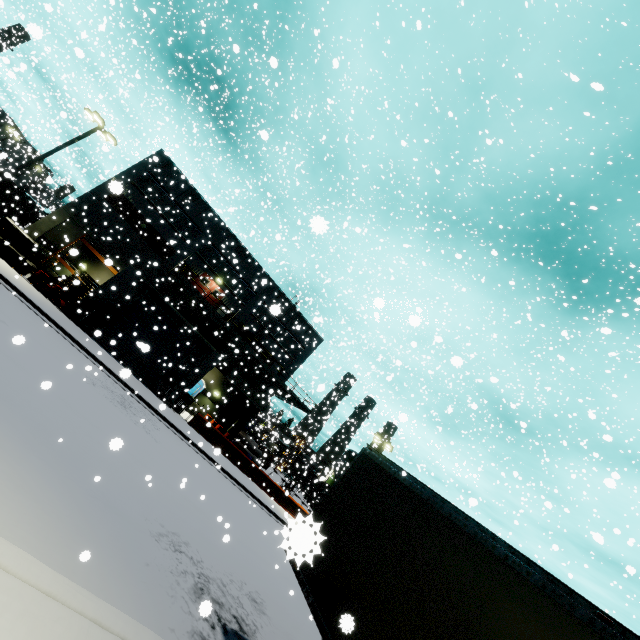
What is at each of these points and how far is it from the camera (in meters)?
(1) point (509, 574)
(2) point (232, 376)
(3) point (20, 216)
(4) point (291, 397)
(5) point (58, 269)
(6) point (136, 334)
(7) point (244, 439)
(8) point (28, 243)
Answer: (1) semi trailer, 4.14
(2) vent duct, 30.98
(3) semi trailer, 32.38
(4) balcony, 34.22
(5) building, 12.91
(6) roll-up door, 15.98
(7) concrete pipe, 36.41
(8) concrete block, 19.41

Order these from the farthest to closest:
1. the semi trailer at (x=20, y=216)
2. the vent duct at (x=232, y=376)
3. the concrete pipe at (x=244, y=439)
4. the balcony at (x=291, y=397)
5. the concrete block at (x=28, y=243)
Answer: the concrete pipe at (x=244, y=439), the vent duct at (x=232, y=376), the balcony at (x=291, y=397), the semi trailer at (x=20, y=216), the concrete block at (x=28, y=243)

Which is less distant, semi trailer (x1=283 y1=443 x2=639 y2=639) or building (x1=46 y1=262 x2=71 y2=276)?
semi trailer (x1=283 y1=443 x2=639 y2=639)

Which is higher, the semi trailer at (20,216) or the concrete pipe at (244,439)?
the semi trailer at (20,216)

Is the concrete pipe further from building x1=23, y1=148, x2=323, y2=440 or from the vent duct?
the vent duct

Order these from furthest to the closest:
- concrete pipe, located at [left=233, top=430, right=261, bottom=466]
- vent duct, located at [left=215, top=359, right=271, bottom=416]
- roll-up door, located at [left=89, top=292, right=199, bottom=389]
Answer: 1. concrete pipe, located at [left=233, top=430, right=261, bottom=466]
2. vent duct, located at [left=215, top=359, right=271, bottom=416]
3. roll-up door, located at [left=89, top=292, right=199, bottom=389]

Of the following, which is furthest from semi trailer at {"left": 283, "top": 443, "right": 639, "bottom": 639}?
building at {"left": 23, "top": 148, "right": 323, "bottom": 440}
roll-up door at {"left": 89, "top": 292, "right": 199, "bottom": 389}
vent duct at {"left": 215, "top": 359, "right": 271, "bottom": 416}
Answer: roll-up door at {"left": 89, "top": 292, "right": 199, "bottom": 389}

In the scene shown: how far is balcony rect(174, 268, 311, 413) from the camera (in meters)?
28.05
